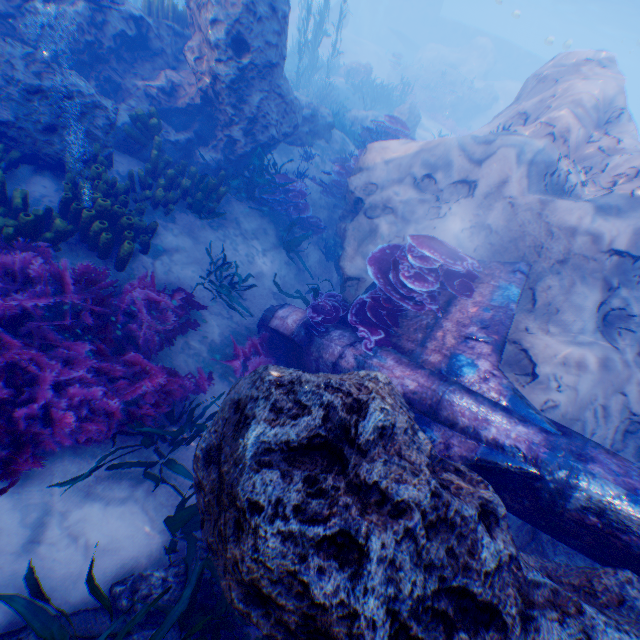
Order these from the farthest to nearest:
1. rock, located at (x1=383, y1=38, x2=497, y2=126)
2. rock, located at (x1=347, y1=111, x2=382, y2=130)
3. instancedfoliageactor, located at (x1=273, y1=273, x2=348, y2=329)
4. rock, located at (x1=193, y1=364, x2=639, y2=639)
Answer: rock, located at (x1=383, y1=38, x2=497, y2=126), rock, located at (x1=347, y1=111, x2=382, y2=130), instancedfoliageactor, located at (x1=273, y1=273, x2=348, y2=329), rock, located at (x1=193, y1=364, x2=639, y2=639)

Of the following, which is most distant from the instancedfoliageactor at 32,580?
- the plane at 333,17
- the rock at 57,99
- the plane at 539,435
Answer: the plane at 333,17

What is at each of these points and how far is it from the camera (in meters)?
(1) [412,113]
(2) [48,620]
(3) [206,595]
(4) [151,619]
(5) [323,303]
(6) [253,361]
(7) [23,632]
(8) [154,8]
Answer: (1) rock, 15.68
(2) instancedfoliageactor, 2.14
(3) rock, 3.10
(4) rock, 2.85
(5) instancedfoliageactor, 5.78
(6) instancedfoliageactor, 5.82
(7) rock, 2.48
(8) instancedfoliageactor, 7.74

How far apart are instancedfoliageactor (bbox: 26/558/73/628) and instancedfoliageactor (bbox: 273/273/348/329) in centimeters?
341cm

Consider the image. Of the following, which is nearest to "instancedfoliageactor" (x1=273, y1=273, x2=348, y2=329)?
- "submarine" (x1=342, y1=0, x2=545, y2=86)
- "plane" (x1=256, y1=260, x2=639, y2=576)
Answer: "plane" (x1=256, y1=260, x2=639, y2=576)

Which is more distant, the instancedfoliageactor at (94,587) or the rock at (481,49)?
the rock at (481,49)

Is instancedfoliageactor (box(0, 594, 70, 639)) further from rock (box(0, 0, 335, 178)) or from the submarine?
the submarine
